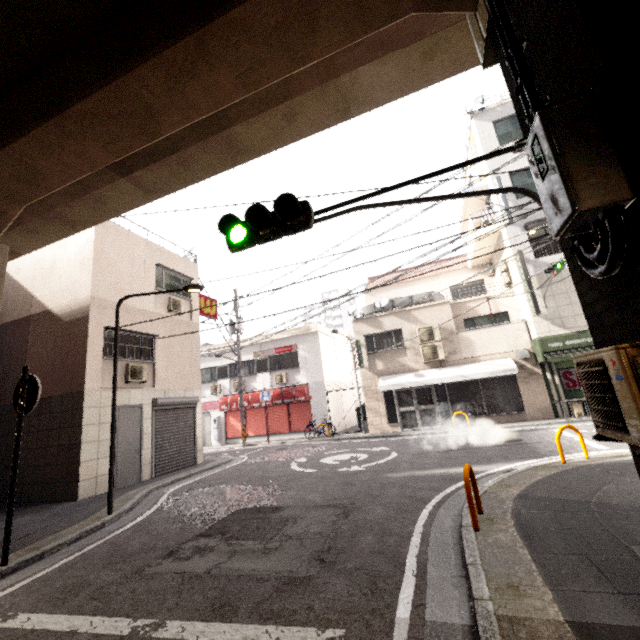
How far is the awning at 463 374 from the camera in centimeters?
1391cm

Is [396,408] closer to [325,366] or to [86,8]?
[325,366]

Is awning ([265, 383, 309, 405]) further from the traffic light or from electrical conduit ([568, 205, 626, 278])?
electrical conduit ([568, 205, 626, 278])

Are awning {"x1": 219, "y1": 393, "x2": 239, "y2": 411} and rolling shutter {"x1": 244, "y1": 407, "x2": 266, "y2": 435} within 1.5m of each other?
yes

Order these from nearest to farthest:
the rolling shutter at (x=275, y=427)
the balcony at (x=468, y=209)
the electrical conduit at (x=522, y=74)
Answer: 1. the electrical conduit at (x=522, y=74)
2. the balcony at (x=468, y=209)
3. the rolling shutter at (x=275, y=427)

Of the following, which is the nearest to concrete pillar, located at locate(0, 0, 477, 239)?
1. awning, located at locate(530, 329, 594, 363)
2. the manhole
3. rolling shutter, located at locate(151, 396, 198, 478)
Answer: the manhole

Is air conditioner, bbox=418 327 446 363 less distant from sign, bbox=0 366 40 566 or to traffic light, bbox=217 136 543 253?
traffic light, bbox=217 136 543 253

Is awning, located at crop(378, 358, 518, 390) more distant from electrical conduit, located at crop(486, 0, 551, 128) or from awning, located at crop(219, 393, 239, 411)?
electrical conduit, located at crop(486, 0, 551, 128)
